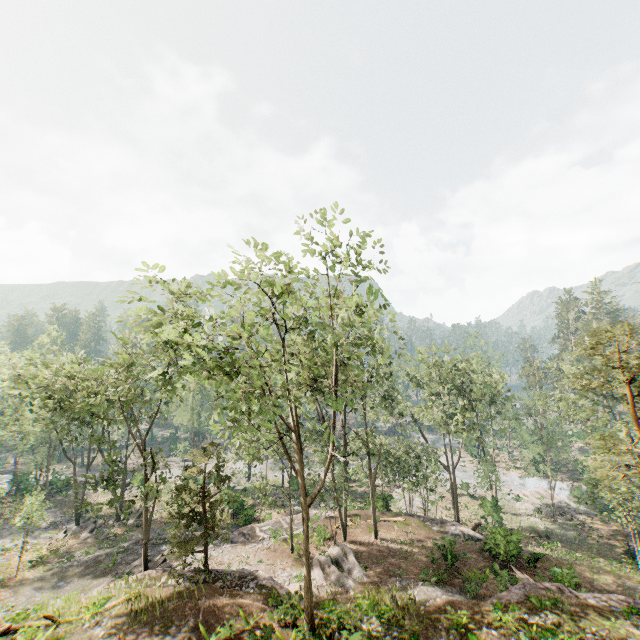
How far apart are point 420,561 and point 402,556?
1.3 meters

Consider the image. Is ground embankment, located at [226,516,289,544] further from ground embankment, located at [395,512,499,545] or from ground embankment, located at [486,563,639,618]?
ground embankment, located at [486,563,639,618]

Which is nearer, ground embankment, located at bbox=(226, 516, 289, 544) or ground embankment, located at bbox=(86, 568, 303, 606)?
ground embankment, located at bbox=(86, 568, 303, 606)

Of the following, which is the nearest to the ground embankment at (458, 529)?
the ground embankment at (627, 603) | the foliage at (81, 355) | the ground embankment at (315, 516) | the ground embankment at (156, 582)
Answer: the foliage at (81, 355)

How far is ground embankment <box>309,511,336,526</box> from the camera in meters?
30.3 m

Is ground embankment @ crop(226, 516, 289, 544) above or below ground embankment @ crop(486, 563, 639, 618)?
below

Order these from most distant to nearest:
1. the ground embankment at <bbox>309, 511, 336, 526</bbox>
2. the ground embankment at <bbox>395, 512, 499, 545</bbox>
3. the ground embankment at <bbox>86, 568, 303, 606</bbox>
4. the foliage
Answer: the ground embankment at <bbox>309, 511, 336, 526</bbox> < the ground embankment at <bbox>395, 512, 499, 545</bbox> < the ground embankment at <bbox>86, 568, 303, 606</bbox> < the foliage
